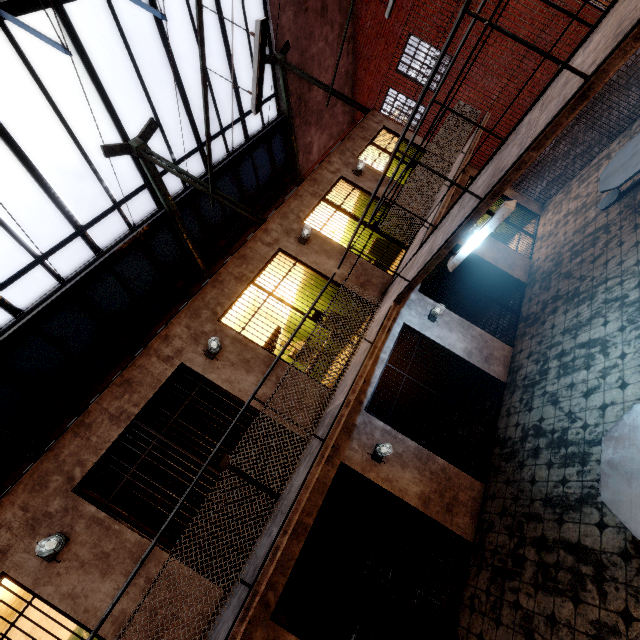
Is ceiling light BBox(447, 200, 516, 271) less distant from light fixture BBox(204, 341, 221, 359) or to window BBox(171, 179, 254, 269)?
light fixture BBox(204, 341, 221, 359)

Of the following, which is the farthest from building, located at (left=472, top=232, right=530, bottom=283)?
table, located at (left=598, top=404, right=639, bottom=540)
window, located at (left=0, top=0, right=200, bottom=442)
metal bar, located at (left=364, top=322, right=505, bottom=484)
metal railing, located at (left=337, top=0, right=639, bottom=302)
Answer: window, located at (left=0, top=0, right=200, bottom=442)

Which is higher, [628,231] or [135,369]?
[135,369]

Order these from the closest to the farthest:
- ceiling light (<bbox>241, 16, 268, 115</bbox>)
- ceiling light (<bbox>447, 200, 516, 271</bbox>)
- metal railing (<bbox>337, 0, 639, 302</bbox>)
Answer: metal railing (<bbox>337, 0, 639, 302</bbox>) → ceiling light (<bbox>447, 200, 516, 271</bbox>) → ceiling light (<bbox>241, 16, 268, 115</bbox>)

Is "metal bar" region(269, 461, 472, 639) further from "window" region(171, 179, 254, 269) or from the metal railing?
"window" region(171, 179, 254, 269)

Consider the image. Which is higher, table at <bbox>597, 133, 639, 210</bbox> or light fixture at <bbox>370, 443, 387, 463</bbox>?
light fixture at <bbox>370, 443, 387, 463</bbox>

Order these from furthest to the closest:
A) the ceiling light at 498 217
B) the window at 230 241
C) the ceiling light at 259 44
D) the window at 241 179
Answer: the window at 241 179
the window at 230 241
the ceiling light at 259 44
the ceiling light at 498 217

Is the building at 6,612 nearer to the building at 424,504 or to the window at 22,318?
the window at 22,318
